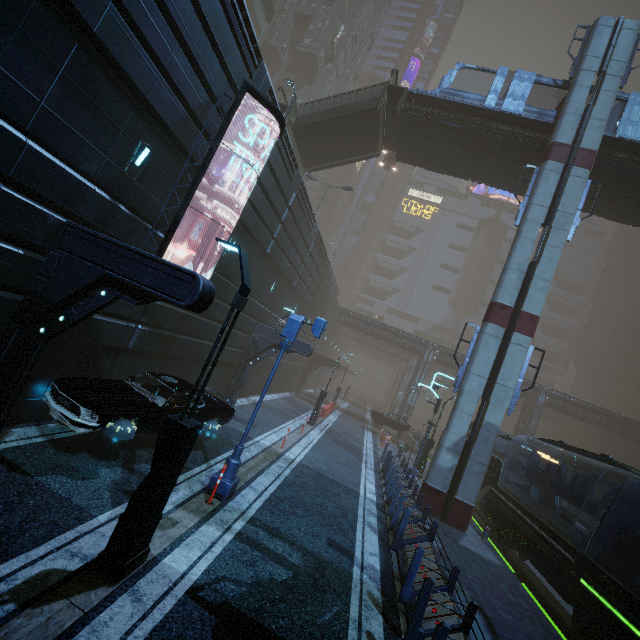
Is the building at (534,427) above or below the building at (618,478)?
above

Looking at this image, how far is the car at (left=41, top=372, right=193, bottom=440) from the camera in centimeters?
702cm

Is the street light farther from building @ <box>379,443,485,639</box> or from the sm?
the sm

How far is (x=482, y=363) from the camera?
14.85m

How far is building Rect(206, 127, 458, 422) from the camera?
14.9m

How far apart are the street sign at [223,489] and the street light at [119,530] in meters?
2.8

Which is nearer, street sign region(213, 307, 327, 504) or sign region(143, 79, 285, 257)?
street sign region(213, 307, 327, 504)

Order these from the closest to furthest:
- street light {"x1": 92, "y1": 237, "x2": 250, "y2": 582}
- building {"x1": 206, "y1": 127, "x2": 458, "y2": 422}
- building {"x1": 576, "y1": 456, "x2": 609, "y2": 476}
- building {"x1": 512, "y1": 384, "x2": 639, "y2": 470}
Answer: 1. street light {"x1": 92, "y1": 237, "x2": 250, "y2": 582}
2. building {"x1": 206, "y1": 127, "x2": 458, "y2": 422}
3. building {"x1": 512, "y1": 384, "x2": 639, "y2": 470}
4. building {"x1": 576, "y1": 456, "x2": 609, "y2": 476}
